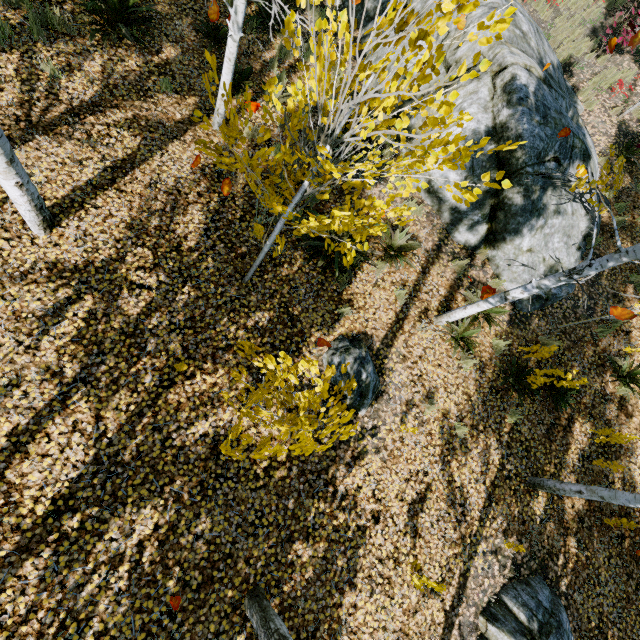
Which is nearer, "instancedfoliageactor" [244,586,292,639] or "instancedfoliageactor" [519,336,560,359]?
"instancedfoliageactor" [244,586,292,639]

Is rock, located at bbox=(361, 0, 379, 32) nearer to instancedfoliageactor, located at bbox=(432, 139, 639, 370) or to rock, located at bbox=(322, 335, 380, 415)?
instancedfoliageactor, located at bbox=(432, 139, 639, 370)

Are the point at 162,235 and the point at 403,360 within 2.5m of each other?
no

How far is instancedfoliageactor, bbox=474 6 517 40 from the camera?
1.8 meters

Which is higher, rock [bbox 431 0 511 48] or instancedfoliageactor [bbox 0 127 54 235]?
rock [bbox 431 0 511 48]

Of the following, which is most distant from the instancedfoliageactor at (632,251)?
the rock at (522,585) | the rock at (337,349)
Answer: the rock at (337,349)

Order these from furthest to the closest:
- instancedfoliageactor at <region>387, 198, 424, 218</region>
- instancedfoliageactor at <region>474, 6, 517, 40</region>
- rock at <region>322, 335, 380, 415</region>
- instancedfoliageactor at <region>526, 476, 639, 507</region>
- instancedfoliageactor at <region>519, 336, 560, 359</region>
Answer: instancedfoliageactor at <region>519, 336, 560, 359</region>
rock at <region>322, 335, 380, 415</region>
instancedfoliageactor at <region>526, 476, 639, 507</region>
instancedfoliageactor at <region>387, 198, 424, 218</region>
instancedfoliageactor at <region>474, 6, 517, 40</region>

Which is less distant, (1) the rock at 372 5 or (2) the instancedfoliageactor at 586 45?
(1) the rock at 372 5
